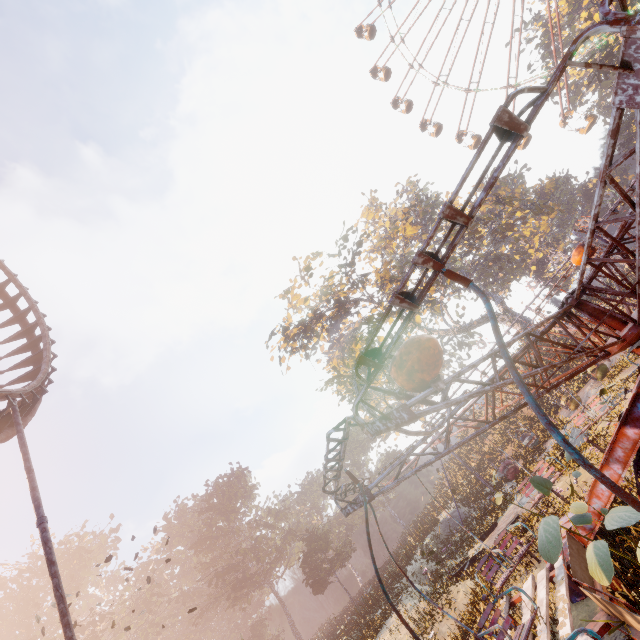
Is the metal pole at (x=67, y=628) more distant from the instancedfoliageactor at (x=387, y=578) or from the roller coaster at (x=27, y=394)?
the instancedfoliageactor at (x=387, y=578)

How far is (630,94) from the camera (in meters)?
1.65

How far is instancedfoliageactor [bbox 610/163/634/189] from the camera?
48.36m

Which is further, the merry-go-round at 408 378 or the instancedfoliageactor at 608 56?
the instancedfoliageactor at 608 56

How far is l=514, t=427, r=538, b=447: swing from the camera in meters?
22.0

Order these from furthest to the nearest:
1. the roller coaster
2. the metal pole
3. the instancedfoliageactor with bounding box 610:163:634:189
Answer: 1. the instancedfoliageactor with bounding box 610:163:634:189
2. the roller coaster
3. the metal pole

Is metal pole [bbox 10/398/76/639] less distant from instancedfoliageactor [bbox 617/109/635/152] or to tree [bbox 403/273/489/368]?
tree [bbox 403/273/489/368]
